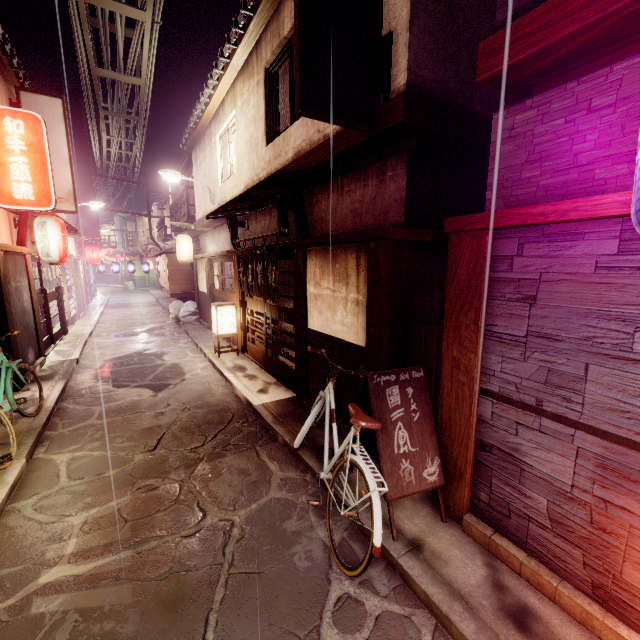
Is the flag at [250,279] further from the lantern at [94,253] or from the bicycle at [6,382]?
the lantern at [94,253]

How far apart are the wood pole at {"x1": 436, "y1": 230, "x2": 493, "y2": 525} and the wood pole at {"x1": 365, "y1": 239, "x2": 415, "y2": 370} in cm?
138

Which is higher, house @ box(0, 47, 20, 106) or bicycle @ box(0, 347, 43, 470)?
house @ box(0, 47, 20, 106)

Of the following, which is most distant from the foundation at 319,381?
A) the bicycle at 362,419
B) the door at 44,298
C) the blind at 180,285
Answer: the blind at 180,285

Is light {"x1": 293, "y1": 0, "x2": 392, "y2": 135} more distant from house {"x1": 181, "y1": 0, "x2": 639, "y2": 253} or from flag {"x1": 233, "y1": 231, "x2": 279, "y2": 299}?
flag {"x1": 233, "y1": 231, "x2": 279, "y2": 299}

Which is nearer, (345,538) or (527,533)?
(527,533)

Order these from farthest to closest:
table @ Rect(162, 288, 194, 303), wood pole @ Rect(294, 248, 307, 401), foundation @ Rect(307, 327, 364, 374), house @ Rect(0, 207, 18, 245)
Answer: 1. table @ Rect(162, 288, 194, 303)
2. house @ Rect(0, 207, 18, 245)
3. wood pole @ Rect(294, 248, 307, 401)
4. foundation @ Rect(307, 327, 364, 374)

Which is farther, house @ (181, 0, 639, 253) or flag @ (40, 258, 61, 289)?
flag @ (40, 258, 61, 289)
